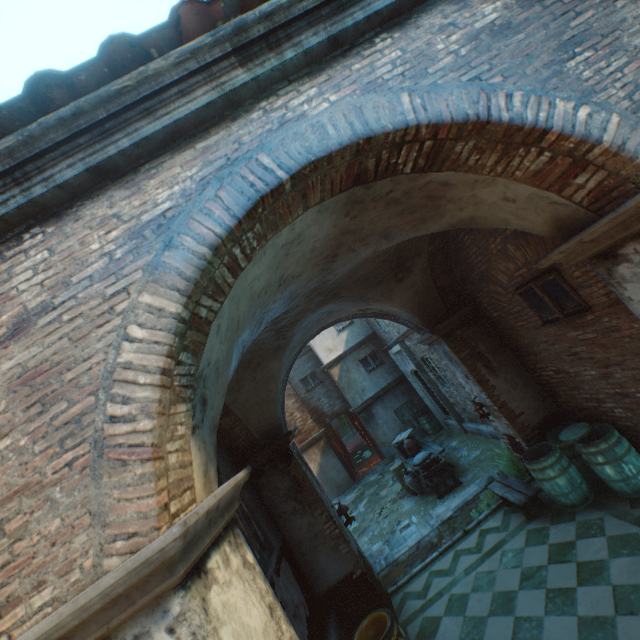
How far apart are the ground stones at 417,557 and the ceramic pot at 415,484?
1.7m

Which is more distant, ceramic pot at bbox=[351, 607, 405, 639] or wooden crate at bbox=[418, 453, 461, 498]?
wooden crate at bbox=[418, 453, 461, 498]

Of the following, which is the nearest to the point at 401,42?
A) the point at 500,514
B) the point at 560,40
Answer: the point at 560,40

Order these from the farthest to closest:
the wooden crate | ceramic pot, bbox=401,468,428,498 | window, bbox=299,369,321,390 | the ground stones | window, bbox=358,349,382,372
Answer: window, bbox=299,369,321,390 → window, bbox=358,349,382,372 → ceramic pot, bbox=401,468,428,498 → the wooden crate → the ground stones

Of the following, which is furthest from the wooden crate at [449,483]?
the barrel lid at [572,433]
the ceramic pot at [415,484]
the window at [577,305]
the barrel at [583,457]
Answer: the window at [577,305]

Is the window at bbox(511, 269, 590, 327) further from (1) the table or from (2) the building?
(1) the table

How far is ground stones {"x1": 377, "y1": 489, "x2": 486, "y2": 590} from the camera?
7.14m

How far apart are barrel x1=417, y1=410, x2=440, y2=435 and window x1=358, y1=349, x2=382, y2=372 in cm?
293
